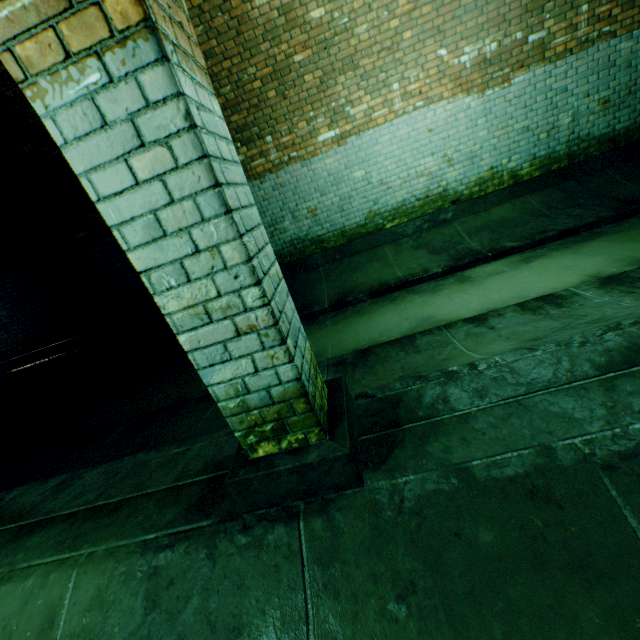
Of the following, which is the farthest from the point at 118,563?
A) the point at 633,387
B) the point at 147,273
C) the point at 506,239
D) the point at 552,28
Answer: the point at 552,28
